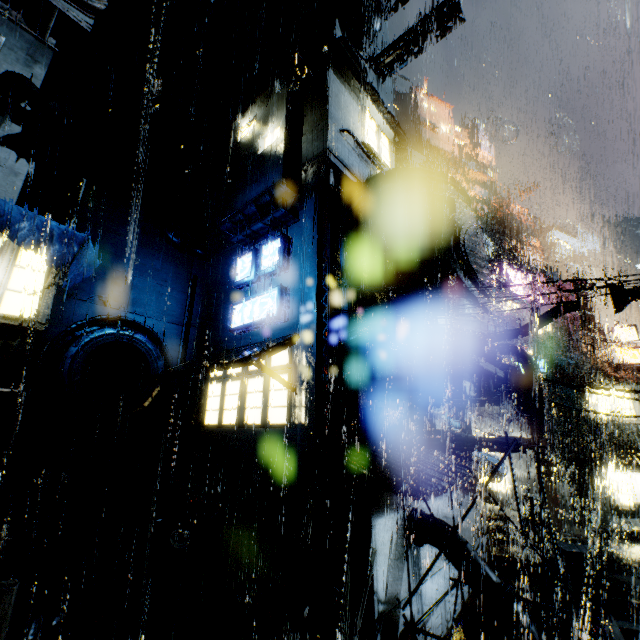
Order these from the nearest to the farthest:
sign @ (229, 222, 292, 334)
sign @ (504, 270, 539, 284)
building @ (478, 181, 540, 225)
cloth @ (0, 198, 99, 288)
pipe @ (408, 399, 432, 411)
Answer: cloth @ (0, 198, 99, 288) → pipe @ (408, 399, 432, 411) → sign @ (229, 222, 292, 334) → sign @ (504, 270, 539, 284) → building @ (478, 181, 540, 225)

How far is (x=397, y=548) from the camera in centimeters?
1006cm

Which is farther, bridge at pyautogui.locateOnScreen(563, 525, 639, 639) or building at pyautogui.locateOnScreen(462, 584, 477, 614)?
building at pyautogui.locateOnScreen(462, 584, 477, 614)

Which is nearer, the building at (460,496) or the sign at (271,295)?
the building at (460,496)

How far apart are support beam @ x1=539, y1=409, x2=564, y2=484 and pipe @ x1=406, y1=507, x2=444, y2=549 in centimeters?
1731cm

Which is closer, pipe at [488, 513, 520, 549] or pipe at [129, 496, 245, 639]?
pipe at [129, 496, 245, 639]

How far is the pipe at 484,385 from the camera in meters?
10.0

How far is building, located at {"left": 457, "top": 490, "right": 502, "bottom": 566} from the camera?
14.6m
